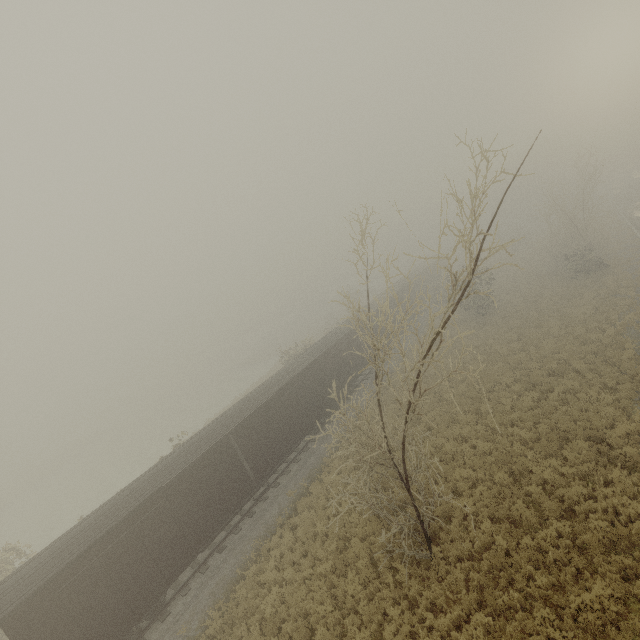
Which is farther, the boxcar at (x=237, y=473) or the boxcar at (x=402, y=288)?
the boxcar at (x=402, y=288)

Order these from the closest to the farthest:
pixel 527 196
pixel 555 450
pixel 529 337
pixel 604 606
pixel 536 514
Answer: pixel 604 606, pixel 536 514, pixel 555 450, pixel 529 337, pixel 527 196

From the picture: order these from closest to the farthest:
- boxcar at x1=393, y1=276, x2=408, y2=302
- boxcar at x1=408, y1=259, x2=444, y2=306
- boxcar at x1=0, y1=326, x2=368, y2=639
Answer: boxcar at x1=0, y1=326, x2=368, y2=639
boxcar at x1=393, y1=276, x2=408, y2=302
boxcar at x1=408, y1=259, x2=444, y2=306

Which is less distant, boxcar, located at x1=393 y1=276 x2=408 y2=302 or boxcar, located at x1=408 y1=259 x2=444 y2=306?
boxcar, located at x1=393 y1=276 x2=408 y2=302

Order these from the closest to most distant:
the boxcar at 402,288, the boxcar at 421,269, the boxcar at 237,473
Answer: the boxcar at 237,473 < the boxcar at 402,288 < the boxcar at 421,269

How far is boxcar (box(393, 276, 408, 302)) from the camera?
35.5 meters
